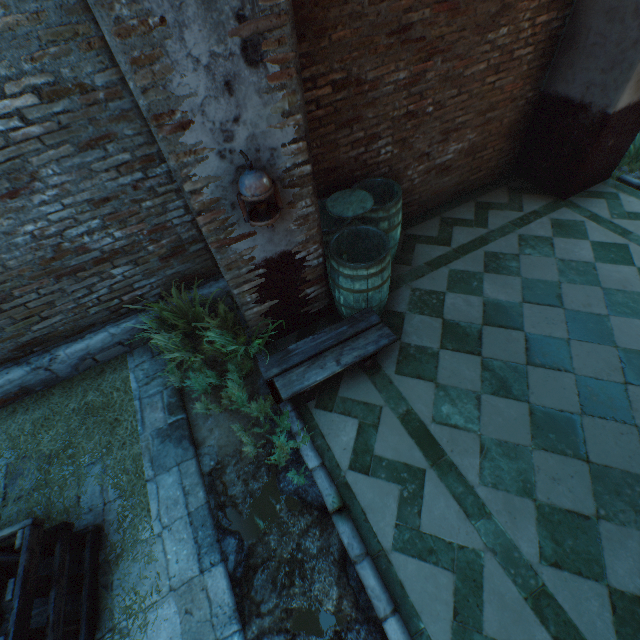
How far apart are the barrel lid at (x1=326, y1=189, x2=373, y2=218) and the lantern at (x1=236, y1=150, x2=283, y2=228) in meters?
1.2 m

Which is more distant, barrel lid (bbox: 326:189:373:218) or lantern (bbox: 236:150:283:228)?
barrel lid (bbox: 326:189:373:218)

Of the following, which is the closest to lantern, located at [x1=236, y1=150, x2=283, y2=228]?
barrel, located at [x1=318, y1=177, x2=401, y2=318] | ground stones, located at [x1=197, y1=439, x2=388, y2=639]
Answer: barrel, located at [x1=318, y1=177, x2=401, y2=318]

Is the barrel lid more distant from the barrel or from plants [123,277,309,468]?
plants [123,277,309,468]

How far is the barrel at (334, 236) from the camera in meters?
3.2 m

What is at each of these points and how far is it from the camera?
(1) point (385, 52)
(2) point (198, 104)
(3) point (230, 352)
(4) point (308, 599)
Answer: (1) building, 3.17m
(2) building, 1.92m
(3) plants, 3.77m
(4) ground stones, 2.46m

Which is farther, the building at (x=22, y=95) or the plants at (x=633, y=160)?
the plants at (x=633, y=160)

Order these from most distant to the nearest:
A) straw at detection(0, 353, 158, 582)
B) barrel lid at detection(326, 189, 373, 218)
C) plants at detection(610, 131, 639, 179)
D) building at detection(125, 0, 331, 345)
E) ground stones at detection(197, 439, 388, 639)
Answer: plants at detection(610, 131, 639, 179)
barrel lid at detection(326, 189, 373, 218)
straw at detection(0, 353, 158, 582)
ground stones at detection(197, 439, 388, 639)
building at detection(125, 0, 331, 345)
